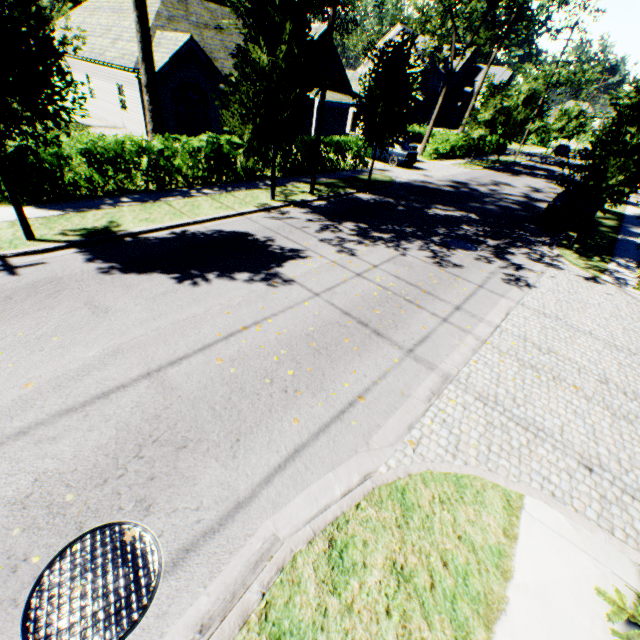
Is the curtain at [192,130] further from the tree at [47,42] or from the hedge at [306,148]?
the hedge at [306,148]

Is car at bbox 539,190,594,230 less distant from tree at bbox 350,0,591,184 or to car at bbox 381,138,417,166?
tree at bbox 350,0,591,184

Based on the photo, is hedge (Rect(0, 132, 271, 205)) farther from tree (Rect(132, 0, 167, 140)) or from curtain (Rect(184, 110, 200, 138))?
curtain (Rect(184, 110, 200, 138))

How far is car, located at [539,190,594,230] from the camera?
15.1 meters

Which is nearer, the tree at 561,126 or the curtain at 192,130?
the tree at 561,126

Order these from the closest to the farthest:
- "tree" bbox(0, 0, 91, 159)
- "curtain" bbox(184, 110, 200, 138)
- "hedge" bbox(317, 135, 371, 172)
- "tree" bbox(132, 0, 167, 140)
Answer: "tree" bbox(0, 0, 91, 159) → "tree" bbox(132, 0, 167, 140) → "hedge" bbox(317, 135, 371, 172) → "curtain" bbox(184, 110, 200, 138)

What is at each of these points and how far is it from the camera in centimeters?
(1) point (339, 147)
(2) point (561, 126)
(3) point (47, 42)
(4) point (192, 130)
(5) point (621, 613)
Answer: (1) hedge, 1853cm
(2) tree, 4769cm
(3) tree, 660cm
(4) curtain, 2114cm
(5) tree, 266cm

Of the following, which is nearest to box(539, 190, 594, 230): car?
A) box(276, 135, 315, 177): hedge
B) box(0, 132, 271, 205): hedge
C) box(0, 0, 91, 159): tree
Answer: box(0, 0, 91, 159): tree
